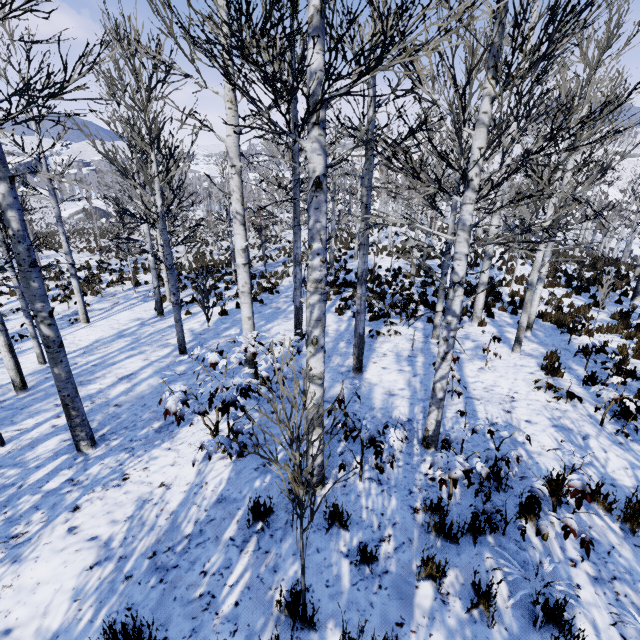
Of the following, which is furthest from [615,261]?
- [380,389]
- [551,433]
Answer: [380,389]

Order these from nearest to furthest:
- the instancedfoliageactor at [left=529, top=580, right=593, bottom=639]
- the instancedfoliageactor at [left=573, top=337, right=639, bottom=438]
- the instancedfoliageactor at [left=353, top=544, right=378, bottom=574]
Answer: the instancedfoliageactor at [left=529, top=580, right=593, bottom=639], the instancedfoliageactor at [left=353, top=544, right=378, bottom=574], the instancedfoliageactor at [left=573, top=337, right=639, bottom=438]

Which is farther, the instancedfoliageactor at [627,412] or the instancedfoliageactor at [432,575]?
the instancedfoliageactor at [627,412]

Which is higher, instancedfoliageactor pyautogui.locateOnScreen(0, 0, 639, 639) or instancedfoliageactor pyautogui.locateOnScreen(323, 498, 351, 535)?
instancedfoliageactor pyautogui.locateOnScreen(0, 0, 639, 639)

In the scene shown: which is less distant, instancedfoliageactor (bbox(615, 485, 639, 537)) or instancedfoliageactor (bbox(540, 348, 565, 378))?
instancedfoliageactor (bbox(615, 485, 639, 537))

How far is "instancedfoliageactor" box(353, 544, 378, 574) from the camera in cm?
311

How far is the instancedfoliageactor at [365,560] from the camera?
3.1m
